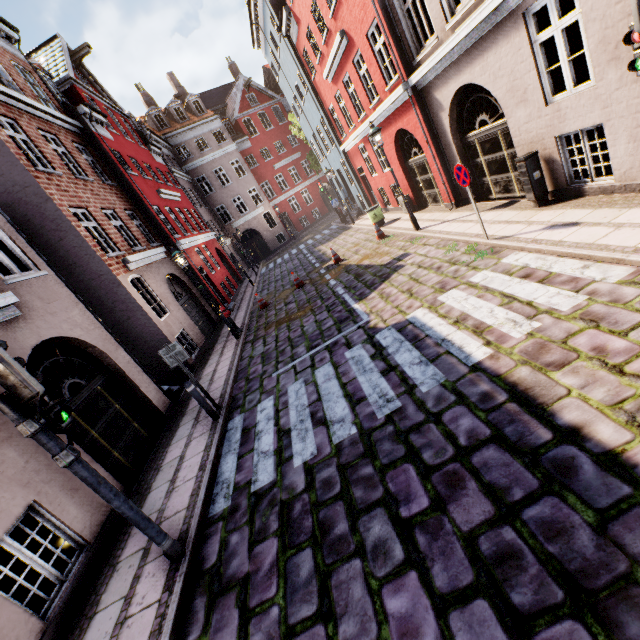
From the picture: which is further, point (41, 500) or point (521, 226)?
point (521, 226)

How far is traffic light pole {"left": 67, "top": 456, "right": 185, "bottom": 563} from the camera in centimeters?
371cm

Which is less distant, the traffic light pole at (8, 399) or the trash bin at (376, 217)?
the traffic light pole at (8, 399)

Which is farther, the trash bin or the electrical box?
the trash bin

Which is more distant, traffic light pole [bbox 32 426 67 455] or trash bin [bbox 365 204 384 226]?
trash bin [bbox 365 204 384 226]

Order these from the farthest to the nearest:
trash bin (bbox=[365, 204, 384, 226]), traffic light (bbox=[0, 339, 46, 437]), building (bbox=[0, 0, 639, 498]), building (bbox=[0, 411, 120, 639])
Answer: trash bin (bbox=[365, 204, 384, 226]) → building (bbox=[0, 0, 639, 498]) → building (bbox=[0, 411, 120, 639]) → traffic light (bbox=[0, 339, 46, 437])

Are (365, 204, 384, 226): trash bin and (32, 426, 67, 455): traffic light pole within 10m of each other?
no

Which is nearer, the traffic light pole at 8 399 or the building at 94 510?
the traffic light pole at 8 399
